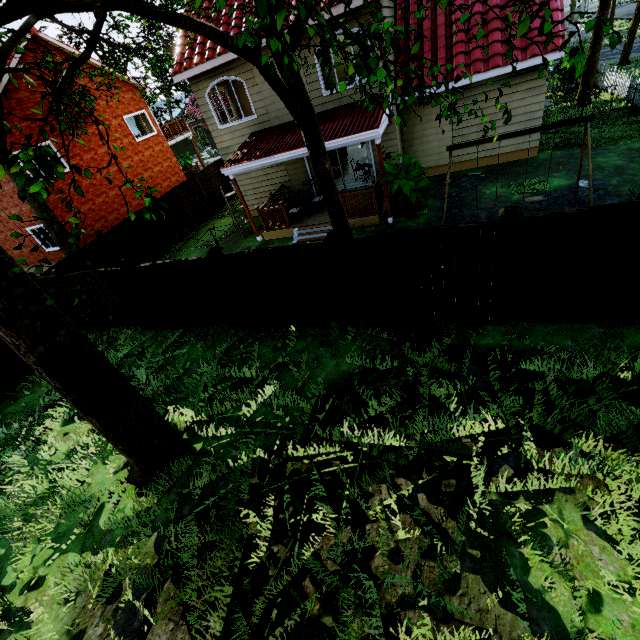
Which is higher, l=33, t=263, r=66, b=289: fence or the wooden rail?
l=33, t=263, r=66, b=289: fence

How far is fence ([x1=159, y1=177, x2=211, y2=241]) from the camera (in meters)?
16.02

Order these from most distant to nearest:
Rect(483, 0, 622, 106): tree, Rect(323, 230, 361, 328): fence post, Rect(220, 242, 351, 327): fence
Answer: Rect(220, 242, 351, 327): fence
Rect(323, 230, 361, 328): fence post
Rect(483, 0, 622, 106): tree

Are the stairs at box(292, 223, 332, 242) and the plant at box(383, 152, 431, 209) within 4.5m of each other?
yes

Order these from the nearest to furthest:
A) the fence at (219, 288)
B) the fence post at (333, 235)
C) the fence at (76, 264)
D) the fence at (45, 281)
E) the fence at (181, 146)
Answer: the fence post at (333, 235)
the fence at (219, 288)
the fence at (76, 264)
the fence at (45, 281)
the fence at (181, 146)

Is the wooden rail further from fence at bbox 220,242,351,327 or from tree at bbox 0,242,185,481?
fence at bbox 220,242,351,327

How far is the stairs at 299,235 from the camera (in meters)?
12.35

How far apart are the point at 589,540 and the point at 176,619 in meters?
5.5 m
